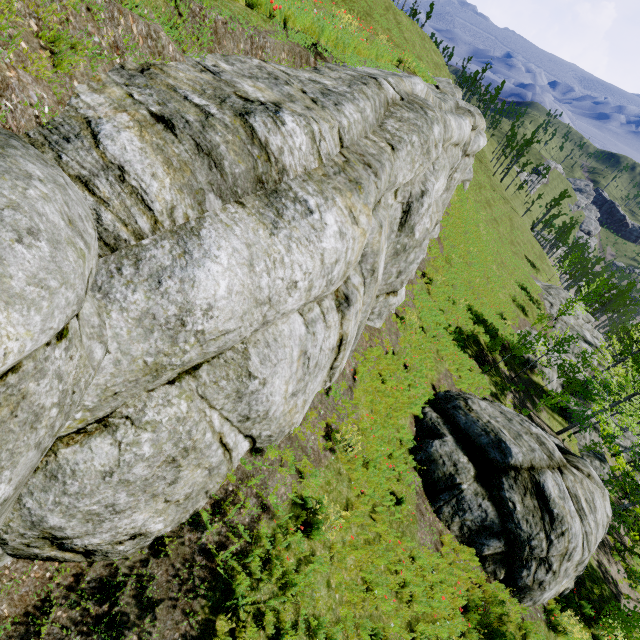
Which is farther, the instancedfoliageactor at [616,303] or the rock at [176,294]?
the instancedfoliageactor at [616,303]

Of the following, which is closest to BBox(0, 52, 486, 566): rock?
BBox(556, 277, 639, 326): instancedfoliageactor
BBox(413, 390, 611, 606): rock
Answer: BBox(556, 277, 639, 326): instancedfoliageactor

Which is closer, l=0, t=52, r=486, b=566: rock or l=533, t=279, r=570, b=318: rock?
l=0, t=52, r=486, b=566: rock

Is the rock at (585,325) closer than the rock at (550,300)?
Yes

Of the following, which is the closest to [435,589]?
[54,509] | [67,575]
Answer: [67,575]

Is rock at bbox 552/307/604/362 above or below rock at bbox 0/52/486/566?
below

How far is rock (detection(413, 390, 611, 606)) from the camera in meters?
9.9 m
